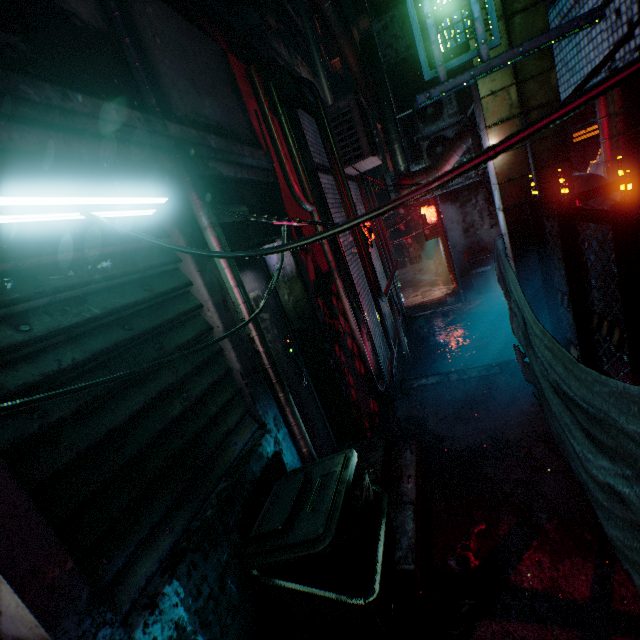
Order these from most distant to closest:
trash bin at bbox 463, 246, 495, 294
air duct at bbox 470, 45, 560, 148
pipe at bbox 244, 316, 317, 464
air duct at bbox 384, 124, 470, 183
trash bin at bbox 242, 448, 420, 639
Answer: trash bin at bbox 463, 246, 495, 294
air duct at bbox 384, 124, 470, 183
air duct at bbox 470, 45, 560, 148
pipe at bbox 244, 316, 317, 464
trash bin at bbox 242, 448, 420, 639

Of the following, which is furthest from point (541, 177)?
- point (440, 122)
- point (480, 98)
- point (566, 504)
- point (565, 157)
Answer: point (440, 122)

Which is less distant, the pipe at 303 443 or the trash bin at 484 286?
the pipe at 303 443

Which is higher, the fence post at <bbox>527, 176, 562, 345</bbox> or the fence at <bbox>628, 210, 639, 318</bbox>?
the fence at <bbox>628, 210, 639, 318</bbox>

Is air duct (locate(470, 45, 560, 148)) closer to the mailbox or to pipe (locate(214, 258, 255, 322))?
the mailbox

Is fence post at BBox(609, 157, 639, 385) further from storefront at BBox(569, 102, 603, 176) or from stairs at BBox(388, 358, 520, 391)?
storefront at BBox(569, 102, 603, 176)

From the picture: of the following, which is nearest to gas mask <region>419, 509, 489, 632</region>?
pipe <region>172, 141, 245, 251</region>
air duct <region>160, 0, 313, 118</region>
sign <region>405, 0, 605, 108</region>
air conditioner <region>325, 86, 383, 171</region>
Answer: pipe <region>172, 141, 245, 251</region>

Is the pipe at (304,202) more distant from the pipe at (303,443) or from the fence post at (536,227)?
the fence post at (536,227)
